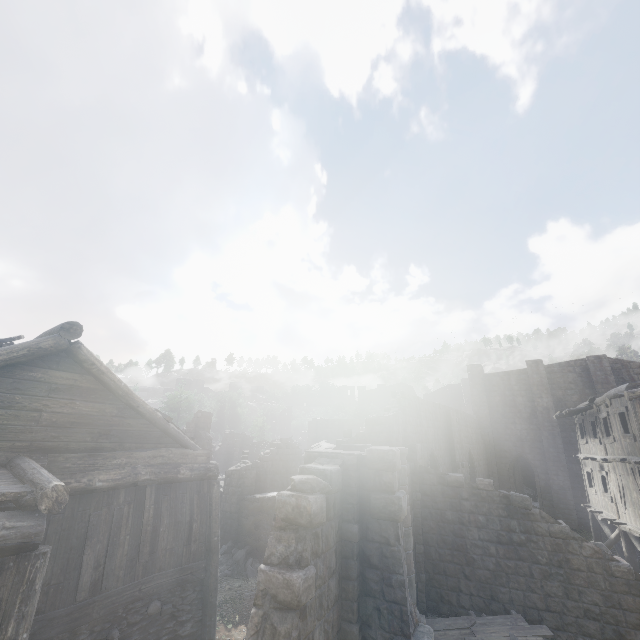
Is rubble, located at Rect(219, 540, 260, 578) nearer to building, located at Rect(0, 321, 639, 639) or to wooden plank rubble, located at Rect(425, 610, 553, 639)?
building, located at Rect(0, 321, 639, 639)

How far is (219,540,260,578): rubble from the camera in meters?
15.4 m

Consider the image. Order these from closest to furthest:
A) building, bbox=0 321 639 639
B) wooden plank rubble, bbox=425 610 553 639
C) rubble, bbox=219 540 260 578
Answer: building, bbox=0 321 639 639 < wooden plank rubble, bbox=425 610 553 639 < rubble, bbox=219 540 260 578

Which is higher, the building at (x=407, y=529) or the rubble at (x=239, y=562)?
the building at (x=407, y=529)

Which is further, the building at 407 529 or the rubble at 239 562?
the rubble at 239 562

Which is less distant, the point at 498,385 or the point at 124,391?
the point at 124,391

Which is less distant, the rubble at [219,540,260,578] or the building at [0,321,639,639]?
the building at [0,321,639,639]

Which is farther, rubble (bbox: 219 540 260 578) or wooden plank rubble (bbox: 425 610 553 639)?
rubble (bbox: 219 540 260 578)
